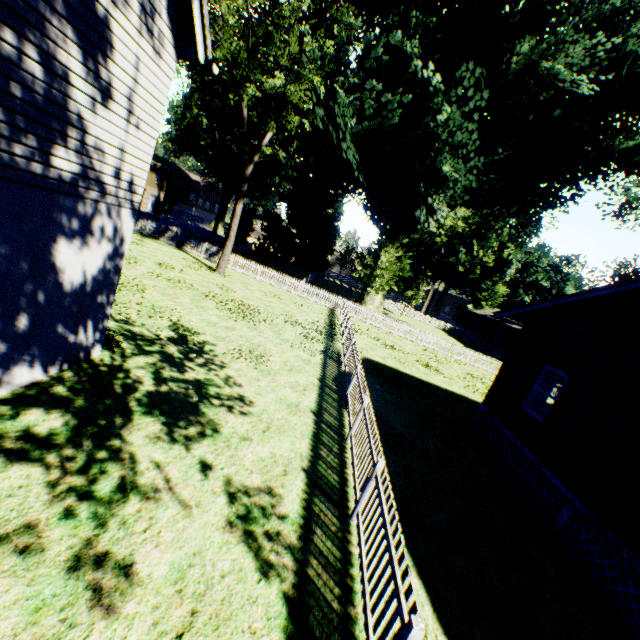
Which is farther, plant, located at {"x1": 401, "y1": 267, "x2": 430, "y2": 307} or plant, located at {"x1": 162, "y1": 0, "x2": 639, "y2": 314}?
plant, located at {"x1": 401, "y1": 267, "x2": 430, "y2": 307}

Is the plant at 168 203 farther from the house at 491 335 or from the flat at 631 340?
the flat at 631 340

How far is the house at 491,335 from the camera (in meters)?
39.94

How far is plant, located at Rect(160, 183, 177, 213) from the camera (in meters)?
54.31

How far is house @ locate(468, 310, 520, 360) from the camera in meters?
39.9

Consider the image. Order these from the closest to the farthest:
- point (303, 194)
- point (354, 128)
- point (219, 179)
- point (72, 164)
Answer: point (72, 164)
point (354, 128)
point (303, 194)
point (219, 179)

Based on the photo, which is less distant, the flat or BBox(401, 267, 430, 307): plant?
the flat
